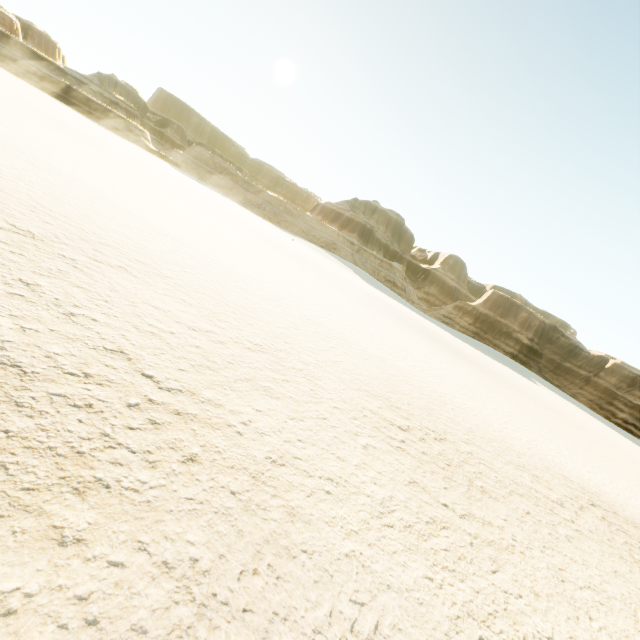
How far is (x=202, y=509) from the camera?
2.2m
